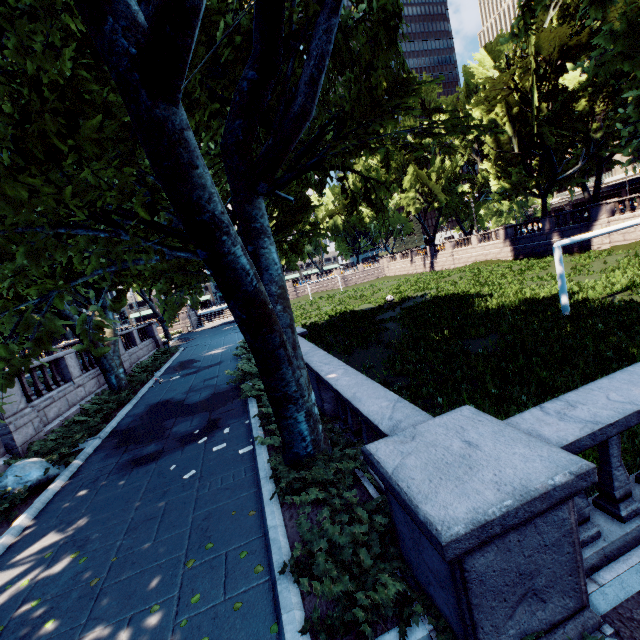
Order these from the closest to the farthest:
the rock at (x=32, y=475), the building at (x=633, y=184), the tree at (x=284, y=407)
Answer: the tree at (x=284, y=407) → the rock at (x=32, y=475) → the building at (x=633, y=184)

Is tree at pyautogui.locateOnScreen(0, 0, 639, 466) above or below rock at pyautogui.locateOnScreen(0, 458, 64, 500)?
above

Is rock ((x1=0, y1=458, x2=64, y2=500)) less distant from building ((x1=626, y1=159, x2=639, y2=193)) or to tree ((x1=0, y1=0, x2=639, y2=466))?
tree ((x1=0, y1=0, x2=639, y2=466))

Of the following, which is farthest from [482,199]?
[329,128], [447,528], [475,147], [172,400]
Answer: [447,528]

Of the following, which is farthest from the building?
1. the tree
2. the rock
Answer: the rock

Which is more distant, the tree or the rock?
the rock

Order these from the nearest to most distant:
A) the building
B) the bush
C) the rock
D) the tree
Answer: the bush
the tree
the rock
the building

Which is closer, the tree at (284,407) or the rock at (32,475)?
the tree at (284,407)
